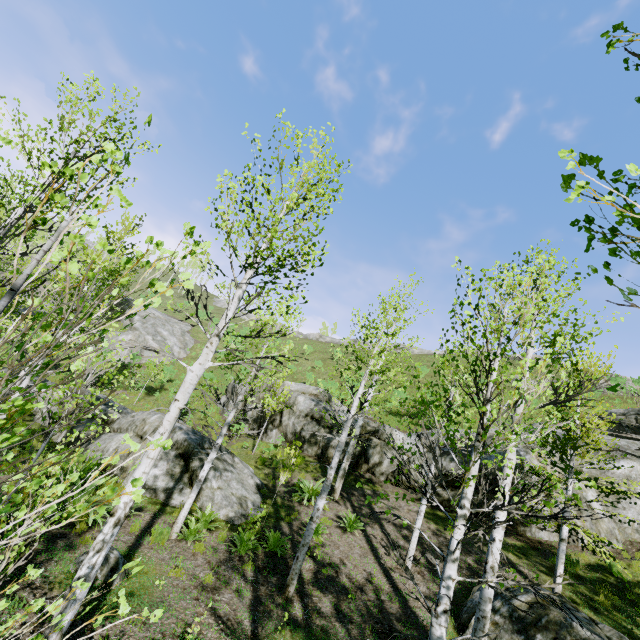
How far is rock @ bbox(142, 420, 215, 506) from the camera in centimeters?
1059cm

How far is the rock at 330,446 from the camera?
18.02m

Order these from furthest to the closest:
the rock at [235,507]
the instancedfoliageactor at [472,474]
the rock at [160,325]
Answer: the rock at [160,325], the rock at [235,507], the instancedfoliageactor at [472,474]

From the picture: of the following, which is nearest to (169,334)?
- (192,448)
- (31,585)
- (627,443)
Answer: (192,448)

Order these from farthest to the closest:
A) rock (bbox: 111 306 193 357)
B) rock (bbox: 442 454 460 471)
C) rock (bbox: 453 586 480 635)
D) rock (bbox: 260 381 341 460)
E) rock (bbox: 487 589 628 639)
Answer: rock (bbox: 111 306 193 357), rock (bbox: 260 381 341 460), rock (bbox: 442 454 460 471), rock (bbox: 453 586 480 635), rock (bbox: 487 589 628 639)

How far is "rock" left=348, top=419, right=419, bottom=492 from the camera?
15.8m

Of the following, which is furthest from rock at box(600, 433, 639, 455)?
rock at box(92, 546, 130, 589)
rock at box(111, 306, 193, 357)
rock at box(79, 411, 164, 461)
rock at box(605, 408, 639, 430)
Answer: rock at box(92, 546, 130, 589)

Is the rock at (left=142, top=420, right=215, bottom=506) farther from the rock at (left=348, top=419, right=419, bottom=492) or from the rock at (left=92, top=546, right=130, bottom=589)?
the rock at (left=92, top=546, right=130, bottom=589)
